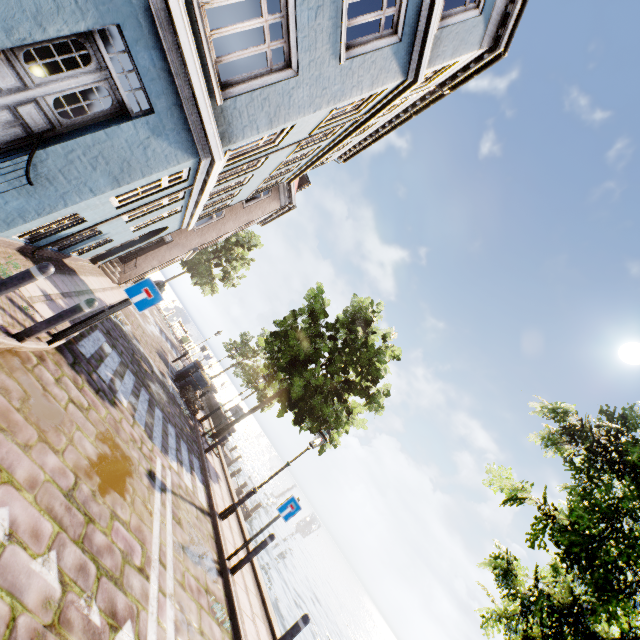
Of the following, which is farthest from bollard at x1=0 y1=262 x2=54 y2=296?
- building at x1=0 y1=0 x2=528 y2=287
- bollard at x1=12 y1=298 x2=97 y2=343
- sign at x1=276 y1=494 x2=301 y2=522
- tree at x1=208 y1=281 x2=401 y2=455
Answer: tree at x1=208 y1=281 x2=401 y2=455

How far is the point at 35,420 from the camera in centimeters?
409cm

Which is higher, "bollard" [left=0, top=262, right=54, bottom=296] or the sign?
the sign

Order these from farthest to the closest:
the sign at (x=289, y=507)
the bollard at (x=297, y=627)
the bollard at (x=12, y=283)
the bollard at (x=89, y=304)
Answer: the sign at (x=289, y=507), the bollard at (x=297, y=627), the bollard at (x=89, y=304), the bollard at (x=12, y=283)

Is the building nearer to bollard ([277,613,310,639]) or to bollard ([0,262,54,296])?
bollard ([0,262,54,296])

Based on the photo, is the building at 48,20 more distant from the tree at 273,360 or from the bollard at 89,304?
the tree at 273,360

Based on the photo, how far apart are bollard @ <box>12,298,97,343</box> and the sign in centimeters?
583cm
